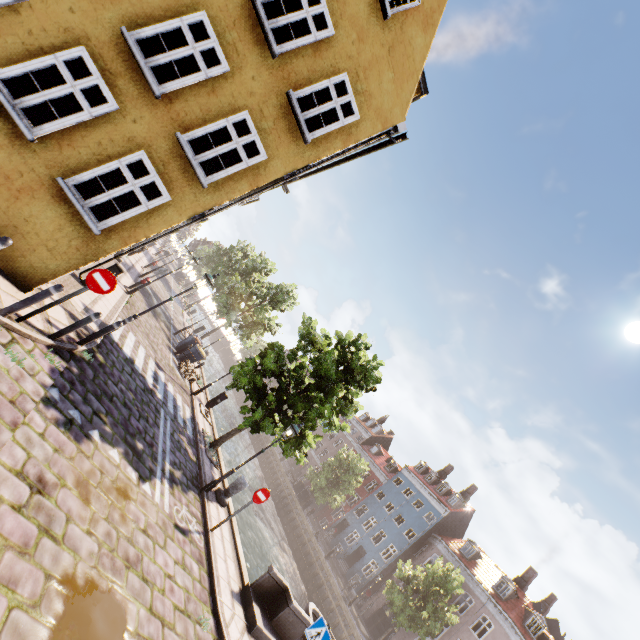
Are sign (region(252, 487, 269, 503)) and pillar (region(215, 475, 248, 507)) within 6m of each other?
yes

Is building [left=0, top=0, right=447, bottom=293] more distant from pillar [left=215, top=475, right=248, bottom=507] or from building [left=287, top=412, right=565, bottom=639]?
building [left=287, top=412, right=565, bottom=639]

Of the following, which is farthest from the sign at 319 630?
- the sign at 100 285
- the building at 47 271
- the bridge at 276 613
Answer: the building at 47 271

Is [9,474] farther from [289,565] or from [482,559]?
[482,559]

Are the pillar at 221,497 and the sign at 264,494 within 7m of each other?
yes

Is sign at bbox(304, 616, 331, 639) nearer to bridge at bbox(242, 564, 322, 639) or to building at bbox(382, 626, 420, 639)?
bridge at bbox(242, 564, 322, 639)

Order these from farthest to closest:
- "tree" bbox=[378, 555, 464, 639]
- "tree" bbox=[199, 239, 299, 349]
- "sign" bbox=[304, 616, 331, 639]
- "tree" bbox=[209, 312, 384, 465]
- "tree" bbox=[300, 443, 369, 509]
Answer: "tree" bbox=[300, 443, 369, 509] → "tree" bbox=[199, 239, 299, 349] → "tree" bbox=[378, 555, 464, 639] → "tree" bbox=[209, 312, 384, 465] → "sign" bbox=[304, 616, 331, 639]

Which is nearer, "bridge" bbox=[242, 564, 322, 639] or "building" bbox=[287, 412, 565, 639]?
"bridge" bbox=[242, 564, 322, 639]
